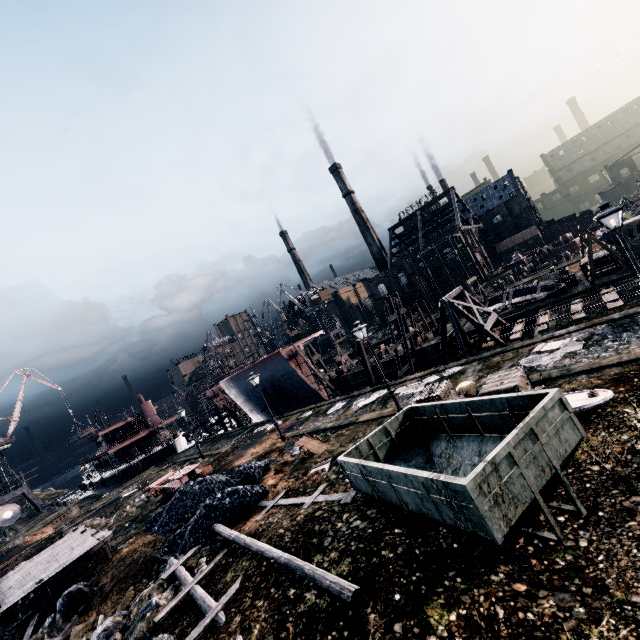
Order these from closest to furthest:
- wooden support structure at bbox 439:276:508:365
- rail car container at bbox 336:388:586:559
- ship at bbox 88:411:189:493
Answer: rail car container at bbox 336:388:586:559 → wooden support structure at bbox 439:276:508:365 → ship at bbox 88:411:189:493

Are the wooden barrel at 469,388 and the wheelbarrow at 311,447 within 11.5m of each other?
yes

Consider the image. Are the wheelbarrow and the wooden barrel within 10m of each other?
yes

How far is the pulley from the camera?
45.17m

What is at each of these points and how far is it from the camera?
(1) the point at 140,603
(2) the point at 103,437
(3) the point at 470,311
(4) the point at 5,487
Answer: (1) stone debris, 12.7m
(2) ship, 58.0m
(3) wooden support structure, 29.1m
(4) crane, 54.4m

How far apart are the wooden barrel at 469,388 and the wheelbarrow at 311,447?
8.57m

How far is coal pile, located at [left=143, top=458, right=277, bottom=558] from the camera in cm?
1497

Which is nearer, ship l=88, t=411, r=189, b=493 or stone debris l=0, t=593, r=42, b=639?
stone debris l=0, t=593, r=42, b=639
